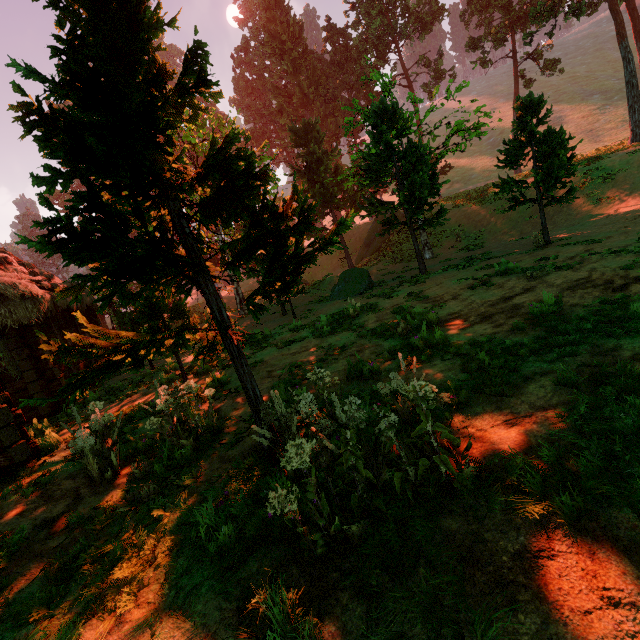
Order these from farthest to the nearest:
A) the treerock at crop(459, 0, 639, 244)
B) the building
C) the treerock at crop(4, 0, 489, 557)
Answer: the treerock at crop(459, 0, 639, 244)
the building
the treerock at crop(4, 0, 489, 557)

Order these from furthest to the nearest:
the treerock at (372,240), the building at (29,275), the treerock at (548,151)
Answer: the treerock at (548,151)
the building at (29,275)
the treerock at (372,240)

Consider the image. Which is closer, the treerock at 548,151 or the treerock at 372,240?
the treerock at 372,240

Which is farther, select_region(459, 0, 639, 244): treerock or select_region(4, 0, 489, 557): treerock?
select_region(459, 0, 639, 244): treerock

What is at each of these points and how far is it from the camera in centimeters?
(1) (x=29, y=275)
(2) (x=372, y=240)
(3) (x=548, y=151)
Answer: (1) building, 1260cm
(2) treerock, 3172cm
(3) treerock, 1275cm

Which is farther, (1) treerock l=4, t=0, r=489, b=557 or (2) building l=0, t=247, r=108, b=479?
(2) building l=0, t=247, r=108, b=479
